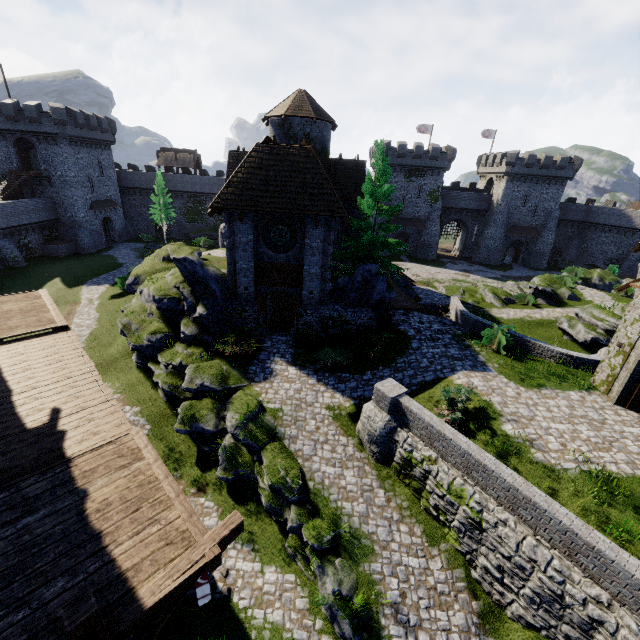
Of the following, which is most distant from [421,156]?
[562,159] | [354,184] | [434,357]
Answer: [434,357]

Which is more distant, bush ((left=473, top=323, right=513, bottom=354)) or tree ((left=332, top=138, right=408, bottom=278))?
tree ((left=332, top=138, right=408, bottom=278))

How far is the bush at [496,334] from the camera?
16.52m

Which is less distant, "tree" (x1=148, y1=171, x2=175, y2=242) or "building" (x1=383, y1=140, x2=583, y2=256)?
"tree" (x1=148, y1=171, x2=175, y2=242)

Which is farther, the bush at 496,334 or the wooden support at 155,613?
the bush at 496,334

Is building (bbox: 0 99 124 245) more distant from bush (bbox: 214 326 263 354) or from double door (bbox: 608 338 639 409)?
double door (bbox: 608 338 639 409)

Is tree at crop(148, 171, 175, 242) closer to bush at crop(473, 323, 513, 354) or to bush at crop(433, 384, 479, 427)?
bush at crop(473, 323, 513, 354)

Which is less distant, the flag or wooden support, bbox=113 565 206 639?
wooden support, bbox=113 565 206 639
